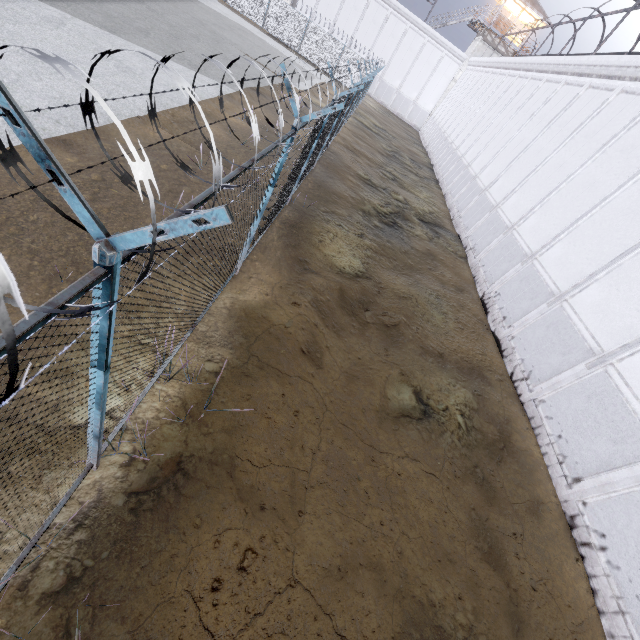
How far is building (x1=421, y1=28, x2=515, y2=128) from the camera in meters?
34.7

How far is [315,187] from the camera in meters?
11.9

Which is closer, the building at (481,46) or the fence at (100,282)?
the fence at (100,282)

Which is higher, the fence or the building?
the building

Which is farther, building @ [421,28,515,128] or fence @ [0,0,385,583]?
building @ [421,28,515,128]

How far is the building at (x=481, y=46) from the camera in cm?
3466
